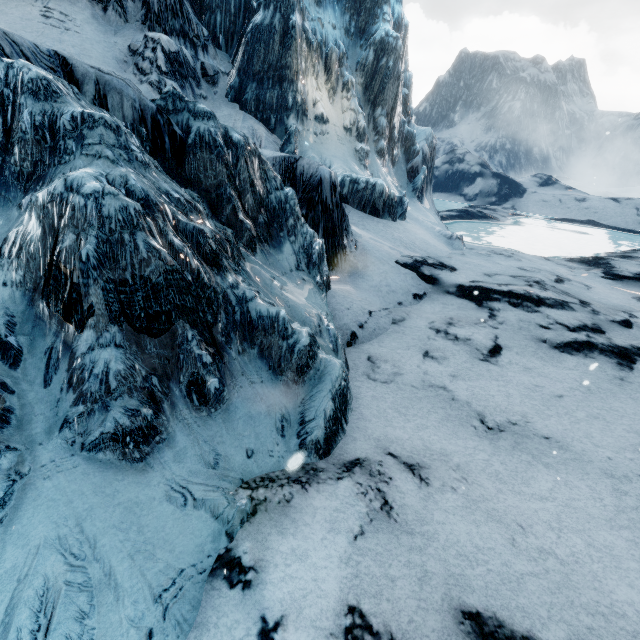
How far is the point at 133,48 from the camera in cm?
1185
